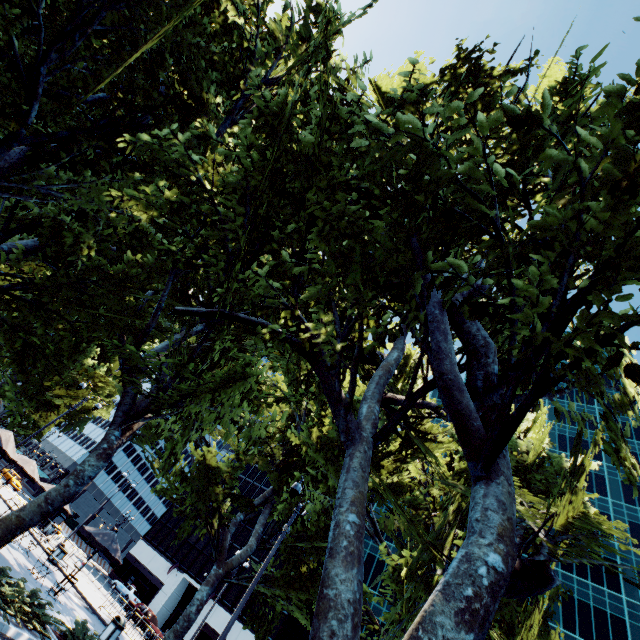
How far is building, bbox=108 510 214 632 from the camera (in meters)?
47.91

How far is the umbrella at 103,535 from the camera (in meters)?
15.38

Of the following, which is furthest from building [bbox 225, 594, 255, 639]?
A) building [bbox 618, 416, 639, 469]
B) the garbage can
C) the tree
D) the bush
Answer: the bush

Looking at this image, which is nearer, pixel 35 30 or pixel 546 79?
pixel 35 30

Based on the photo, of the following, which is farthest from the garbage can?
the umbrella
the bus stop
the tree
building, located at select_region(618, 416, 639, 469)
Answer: building, located at select_region(618, 416, 639, 469)

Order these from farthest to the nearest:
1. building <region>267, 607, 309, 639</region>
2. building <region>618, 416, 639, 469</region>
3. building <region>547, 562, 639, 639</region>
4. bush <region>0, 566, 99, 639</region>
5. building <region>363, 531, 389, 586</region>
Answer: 1. building <region>618, 416, 639, 469</region>
2. building <region>363, 531, 389, 586</region>
3. building <region>267, 607, 309, 639</region>
4. building <region>547, 562, 639, 639</region>
5. bush <region>0, 566, 99, 639</region>

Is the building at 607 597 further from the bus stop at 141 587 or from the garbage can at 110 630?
the garbage can at 110 630

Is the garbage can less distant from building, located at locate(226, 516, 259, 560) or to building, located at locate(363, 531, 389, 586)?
building, located at locate(363, 531, 389, 586)
